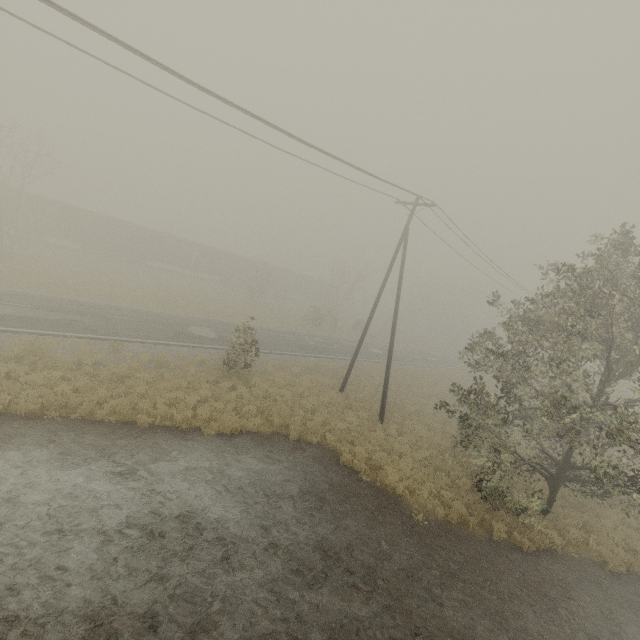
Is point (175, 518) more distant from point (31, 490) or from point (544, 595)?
point (544, 595)

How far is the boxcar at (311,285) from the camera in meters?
53.2

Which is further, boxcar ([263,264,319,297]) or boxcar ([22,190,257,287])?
boxcar ([263,264,319,297])

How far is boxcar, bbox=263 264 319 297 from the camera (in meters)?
53.25
